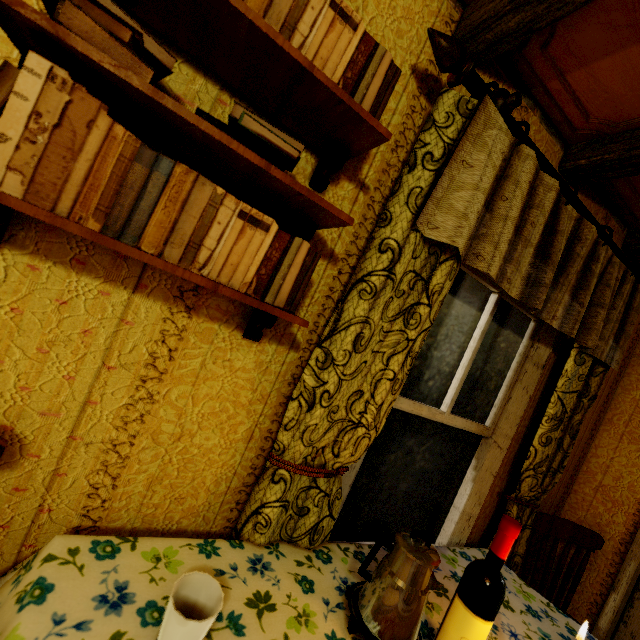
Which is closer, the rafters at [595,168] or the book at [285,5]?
the book at [285,5]

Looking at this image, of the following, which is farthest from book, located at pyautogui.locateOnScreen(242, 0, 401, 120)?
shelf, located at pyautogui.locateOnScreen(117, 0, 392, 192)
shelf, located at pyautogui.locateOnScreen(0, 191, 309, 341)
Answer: shelf, located at pyautogui.locateOnScreen(0, 191, 309, 341)

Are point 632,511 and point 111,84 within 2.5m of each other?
no

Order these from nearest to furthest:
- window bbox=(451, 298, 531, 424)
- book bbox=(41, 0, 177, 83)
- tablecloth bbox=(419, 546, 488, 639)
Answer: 1. book bbox=(41, 0, 177, 83)
2. tablecloth bbox=(419, 546, 488, 639)
3. window bbox=(451, 298, 531, 424)

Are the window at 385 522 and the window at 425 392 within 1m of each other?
yes

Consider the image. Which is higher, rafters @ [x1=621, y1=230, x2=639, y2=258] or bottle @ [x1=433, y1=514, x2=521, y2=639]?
rafters @ [x1=621, y1=230, x2=639, y2=258]

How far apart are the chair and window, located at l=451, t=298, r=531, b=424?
0.7 meters

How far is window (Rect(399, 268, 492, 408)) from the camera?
1.5m
